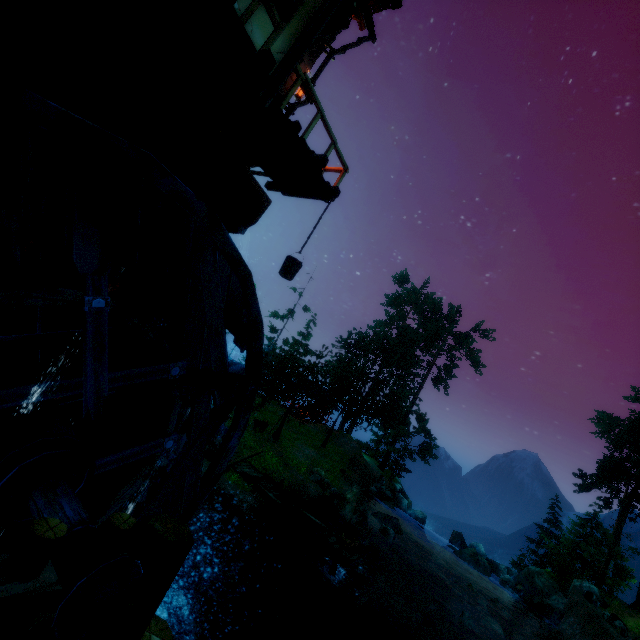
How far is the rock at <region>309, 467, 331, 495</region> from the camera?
19.6 meters

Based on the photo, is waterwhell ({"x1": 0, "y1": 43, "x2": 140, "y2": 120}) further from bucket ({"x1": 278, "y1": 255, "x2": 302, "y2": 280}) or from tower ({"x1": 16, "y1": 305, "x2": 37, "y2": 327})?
bucket ({"x1": 278, "y1": 255, "x2": 302, "y2": 280})

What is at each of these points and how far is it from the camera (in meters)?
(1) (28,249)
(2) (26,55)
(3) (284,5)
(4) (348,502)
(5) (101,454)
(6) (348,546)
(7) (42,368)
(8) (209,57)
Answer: (1) tower, 5.17
(2) tower, 4.54
(3) window, 5.29
(4) rock, 18.09
(5) water wheel, 3.92
(6) tub, 11.93
(7) stairs, 4.97
(8) building, 5.70

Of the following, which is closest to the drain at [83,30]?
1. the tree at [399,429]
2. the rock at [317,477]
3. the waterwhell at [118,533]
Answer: the waterwhell at [118,533]

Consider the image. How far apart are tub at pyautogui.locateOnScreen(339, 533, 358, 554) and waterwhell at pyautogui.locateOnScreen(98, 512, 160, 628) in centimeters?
1113cm

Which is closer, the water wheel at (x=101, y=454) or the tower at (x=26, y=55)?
the water wheel at (x=101, y=454)

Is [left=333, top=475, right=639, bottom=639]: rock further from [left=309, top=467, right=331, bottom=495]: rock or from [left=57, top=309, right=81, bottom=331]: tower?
[left=57, top=309, right=81, bottom=331]: tower

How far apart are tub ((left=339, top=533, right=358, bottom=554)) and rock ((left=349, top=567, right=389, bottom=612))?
2.3 meters
